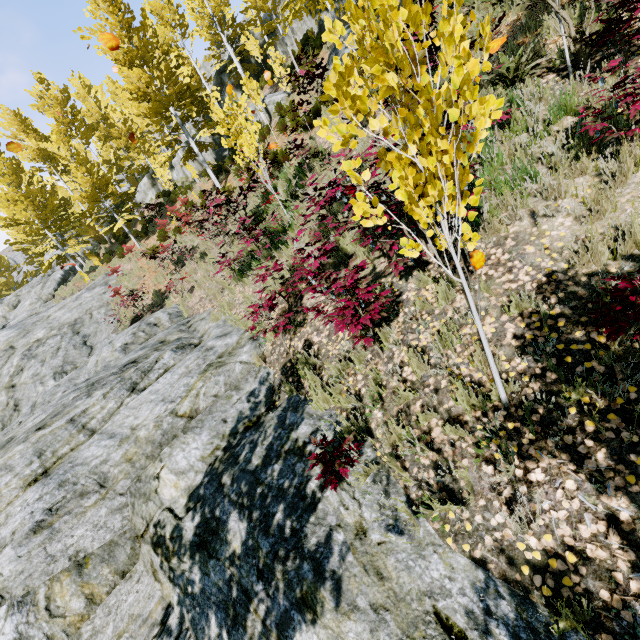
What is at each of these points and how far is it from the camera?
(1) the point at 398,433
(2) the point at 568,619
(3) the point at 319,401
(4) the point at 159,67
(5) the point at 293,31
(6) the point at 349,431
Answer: (1) instancedfoliageactor, 3.3 meters
(2) instancedfoliageactor, 2.0 meters
(3) instancedfoliageactor, 4.2 meters
(4) instancedfoliageactor, 16.2 meters
(5) rock, 21.2 meters
(6) instancedfoliageactor, 3.7 meters

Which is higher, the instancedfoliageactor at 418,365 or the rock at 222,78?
the rock at 222,78

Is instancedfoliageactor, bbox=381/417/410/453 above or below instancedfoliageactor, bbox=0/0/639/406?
below

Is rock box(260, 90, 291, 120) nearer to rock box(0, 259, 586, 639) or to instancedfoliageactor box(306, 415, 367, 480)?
instancedfoliageactor box(306, 415, 367, 480)

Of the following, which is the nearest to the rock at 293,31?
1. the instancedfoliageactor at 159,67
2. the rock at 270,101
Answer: the instancedfoliageactor at 159,67

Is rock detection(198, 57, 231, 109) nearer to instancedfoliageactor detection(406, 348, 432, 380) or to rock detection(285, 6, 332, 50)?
instancedfoliageactor detection(406, 348, 432, 380)

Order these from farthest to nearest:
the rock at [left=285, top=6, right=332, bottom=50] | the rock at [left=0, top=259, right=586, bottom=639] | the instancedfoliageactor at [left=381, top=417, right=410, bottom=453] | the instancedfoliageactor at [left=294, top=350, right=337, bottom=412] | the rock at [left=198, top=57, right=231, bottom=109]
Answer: the rock at [left=198, top=57, right=231, bottom=109], the rock at [left=285, top=6, right=332, bottom=50], the instancedfoliageactor at [left=294, top=350, right=337, bottom=412], the instancedfoliageactor at [left=381, top=417, right=410, bottom=453], the rock at [left=0, top=259, right=586, bottom=639]
